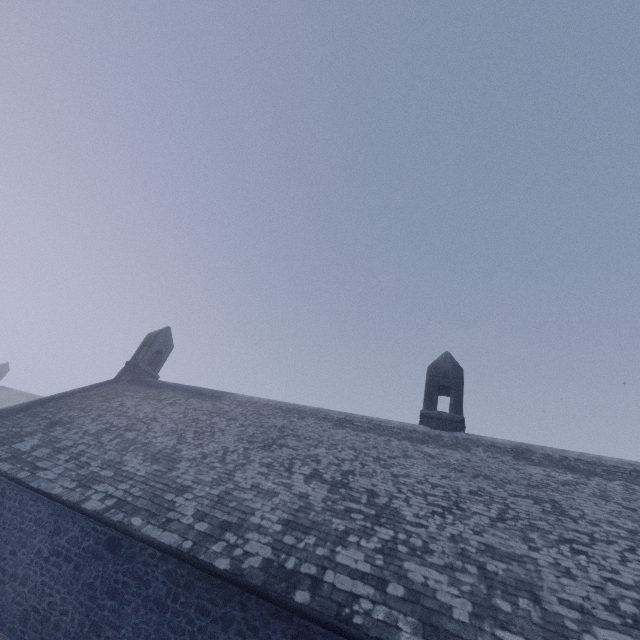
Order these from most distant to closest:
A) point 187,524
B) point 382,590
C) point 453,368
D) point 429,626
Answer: point 453,368 < point 187,524 < point 382,590 < point 429,626
